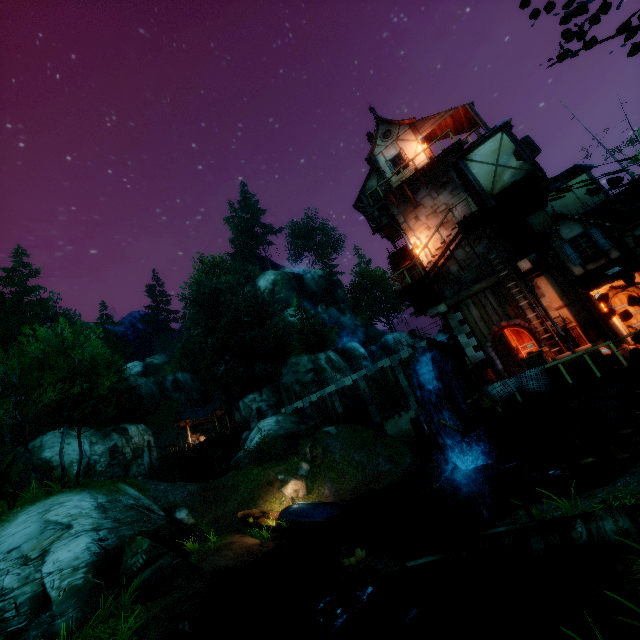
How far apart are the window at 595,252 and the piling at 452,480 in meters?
10.8

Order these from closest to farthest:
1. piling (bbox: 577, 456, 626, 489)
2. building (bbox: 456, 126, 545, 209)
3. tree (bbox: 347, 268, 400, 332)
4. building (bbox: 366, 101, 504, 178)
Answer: piling (bbox: 577, 456, 626, 489) < building (bbox: 456, 126, 545, 209) < building (bbox: 366, 101, 504, 178) < tree (bbox: 347, 268, 400, 332)

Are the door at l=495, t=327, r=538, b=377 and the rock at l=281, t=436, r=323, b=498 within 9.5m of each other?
no

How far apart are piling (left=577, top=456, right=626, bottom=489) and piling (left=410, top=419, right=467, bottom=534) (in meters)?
8.30

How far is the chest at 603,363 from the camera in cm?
1054

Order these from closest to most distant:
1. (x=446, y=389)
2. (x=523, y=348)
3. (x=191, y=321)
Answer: (x=523, y=348) → (x=446, y=389) → (x=191, y=321)

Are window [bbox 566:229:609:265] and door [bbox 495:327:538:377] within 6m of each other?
yes

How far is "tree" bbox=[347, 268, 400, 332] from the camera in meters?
55.2
